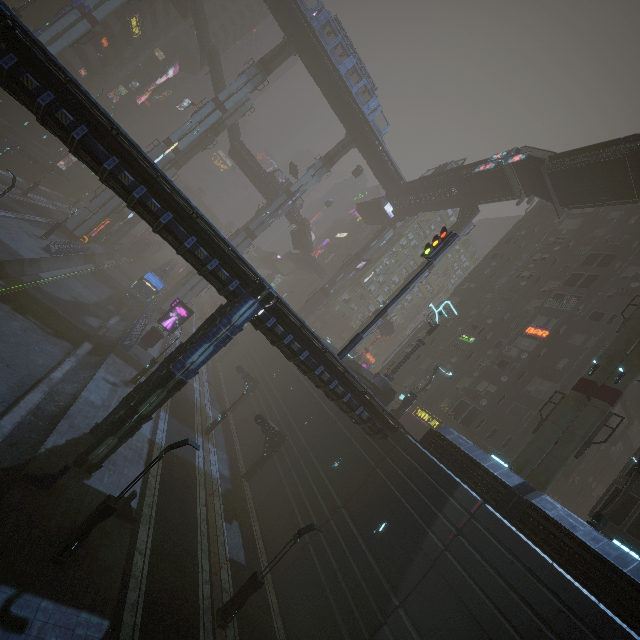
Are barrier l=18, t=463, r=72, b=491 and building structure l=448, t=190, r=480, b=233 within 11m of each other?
no

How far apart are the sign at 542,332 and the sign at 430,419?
11.4m

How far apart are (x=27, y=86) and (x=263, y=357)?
35.9m

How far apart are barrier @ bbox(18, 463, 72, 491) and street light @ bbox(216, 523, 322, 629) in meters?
8.9 m

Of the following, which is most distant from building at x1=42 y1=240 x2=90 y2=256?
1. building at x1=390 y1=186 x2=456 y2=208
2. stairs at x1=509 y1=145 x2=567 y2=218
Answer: building at x1=390 y1=186 x2=456 y2=208

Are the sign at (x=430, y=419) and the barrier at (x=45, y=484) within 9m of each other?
no

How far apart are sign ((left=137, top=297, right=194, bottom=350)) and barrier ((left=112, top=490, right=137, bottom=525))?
20.08m

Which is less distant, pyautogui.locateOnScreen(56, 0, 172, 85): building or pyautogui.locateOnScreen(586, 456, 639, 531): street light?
pyautogui.locateOnScreen(586, 456, 639, 531): street light
